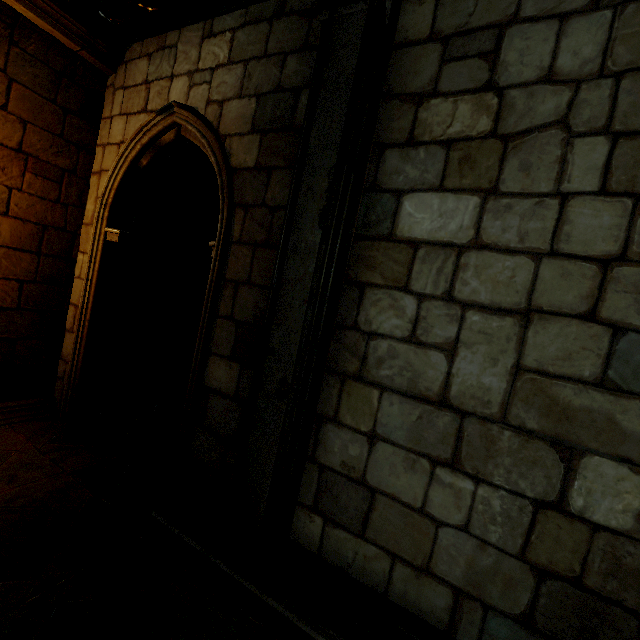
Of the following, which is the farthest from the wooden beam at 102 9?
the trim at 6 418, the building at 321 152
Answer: the trim at 6 418

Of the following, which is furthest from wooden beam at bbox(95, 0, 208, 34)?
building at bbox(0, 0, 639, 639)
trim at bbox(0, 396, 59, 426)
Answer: trim at bbox(0, 396, 59, 426)

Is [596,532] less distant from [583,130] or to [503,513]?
[503,513]

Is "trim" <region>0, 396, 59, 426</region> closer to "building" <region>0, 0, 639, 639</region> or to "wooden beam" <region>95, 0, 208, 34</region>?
"building" <region>0, 0, 639, 639</region>

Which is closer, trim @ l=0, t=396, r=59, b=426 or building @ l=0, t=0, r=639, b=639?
building @ l=0, t=0, r=639, b=639

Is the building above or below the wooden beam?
below
